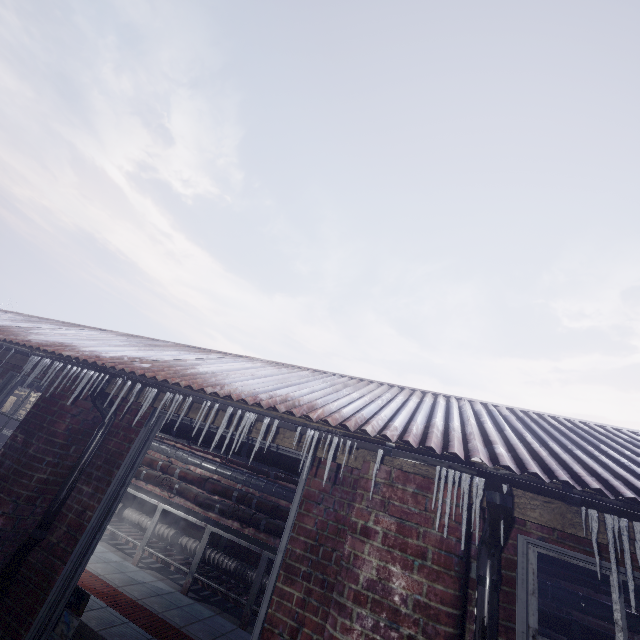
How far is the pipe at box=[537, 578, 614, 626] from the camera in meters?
3.6 m

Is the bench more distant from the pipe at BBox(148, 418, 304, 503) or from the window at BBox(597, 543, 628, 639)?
the window at BBox(597, 543, 628, 639)

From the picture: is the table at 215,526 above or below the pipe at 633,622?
below

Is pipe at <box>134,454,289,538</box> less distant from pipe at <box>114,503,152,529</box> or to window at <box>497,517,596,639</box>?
pipe at <box>114,503,152,529</box>

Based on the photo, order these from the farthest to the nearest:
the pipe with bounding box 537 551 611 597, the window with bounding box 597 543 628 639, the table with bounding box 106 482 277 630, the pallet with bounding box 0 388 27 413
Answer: the pallet with bounding box 0 388 27 413 < the table with bounding box 106 482 277 630 < the pipe with bounding box 537 551 611 597 < the window with bounding box 597 543 628 639

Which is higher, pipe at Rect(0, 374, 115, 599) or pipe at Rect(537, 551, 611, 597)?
pipe at Rect(537, 551, 611, 597)

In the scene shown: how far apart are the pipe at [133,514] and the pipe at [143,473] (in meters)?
0.43

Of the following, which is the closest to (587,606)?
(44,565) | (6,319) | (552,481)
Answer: (552,481)
